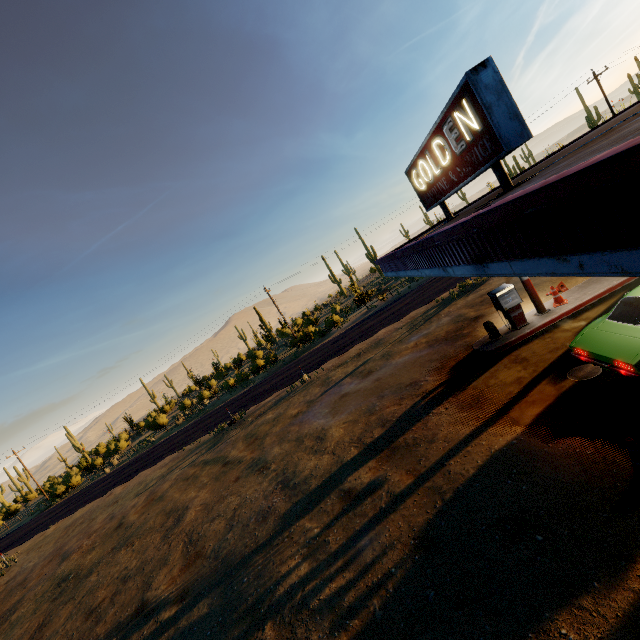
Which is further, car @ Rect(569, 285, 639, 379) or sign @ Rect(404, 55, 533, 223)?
car @ Rect(569, 285, 639, 379)

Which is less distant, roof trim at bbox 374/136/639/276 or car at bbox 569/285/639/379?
roof trim at bbox 374/136/639/276

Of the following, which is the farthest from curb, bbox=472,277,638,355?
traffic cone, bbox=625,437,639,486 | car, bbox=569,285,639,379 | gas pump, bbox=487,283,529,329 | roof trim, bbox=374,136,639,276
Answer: traffic cone, bbox=625,437,639,486

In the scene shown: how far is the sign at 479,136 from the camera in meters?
5.5

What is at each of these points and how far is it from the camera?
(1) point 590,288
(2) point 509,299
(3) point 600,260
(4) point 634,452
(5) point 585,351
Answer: (1) curb, 11.0 meters
(2) gas pump, 11.0 meters
(3) roof trim, 2.3 meters
(4) traffic cone, 4.8 meters
(5) car, 7.0 meters

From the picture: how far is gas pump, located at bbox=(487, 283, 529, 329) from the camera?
10.94m

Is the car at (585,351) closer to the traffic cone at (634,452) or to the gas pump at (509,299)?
the traffic cone at (634,452)

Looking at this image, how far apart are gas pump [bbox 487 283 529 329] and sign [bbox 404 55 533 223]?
3.7m
